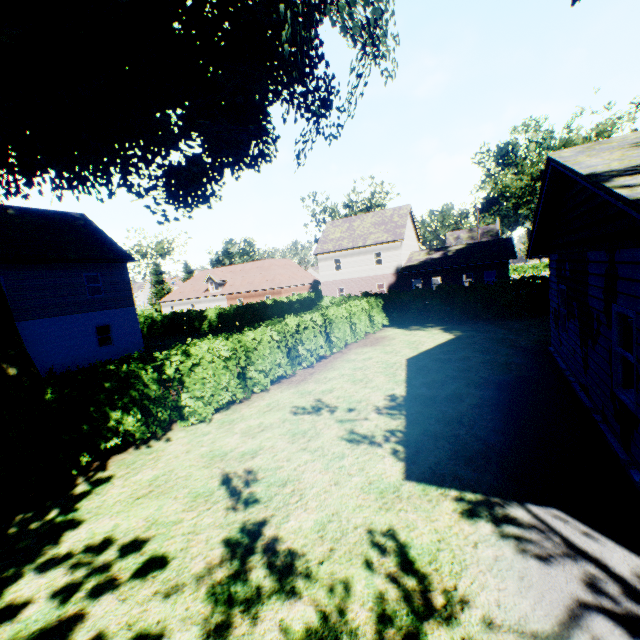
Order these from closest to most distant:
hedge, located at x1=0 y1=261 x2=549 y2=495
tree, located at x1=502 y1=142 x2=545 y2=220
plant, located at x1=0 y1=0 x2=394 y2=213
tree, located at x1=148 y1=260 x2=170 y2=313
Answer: hedge, located at x1=0 y1=261 x2=549 y2=495
plant, located at x1=0 y1=0 x2=394 y2=213
tree, located at x1=502 y1=142 x2=545 y2=220
tree, located at x1=148 y1=260 x2=170 y2=313

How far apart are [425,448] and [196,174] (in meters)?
14.70

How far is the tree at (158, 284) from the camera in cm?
5600

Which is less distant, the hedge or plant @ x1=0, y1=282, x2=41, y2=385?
the hedge

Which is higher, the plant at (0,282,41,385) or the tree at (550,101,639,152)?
the tree at (550,101,639,152)

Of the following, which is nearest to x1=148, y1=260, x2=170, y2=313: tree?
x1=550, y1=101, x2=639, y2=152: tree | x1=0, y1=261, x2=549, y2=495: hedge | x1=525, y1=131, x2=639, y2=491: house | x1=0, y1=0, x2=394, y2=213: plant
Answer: A: x1=0, y1=261, x2=549, y2=495: hedge

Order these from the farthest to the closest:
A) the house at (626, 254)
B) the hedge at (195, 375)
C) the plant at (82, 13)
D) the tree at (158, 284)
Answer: the tree at (158, 284)
the plant at (82, 13)
the hedge at (195, 375)
the house at (626, 254)

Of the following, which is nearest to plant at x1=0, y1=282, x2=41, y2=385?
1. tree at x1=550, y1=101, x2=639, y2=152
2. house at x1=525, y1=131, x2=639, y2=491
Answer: house at x1=525, y1=131, x2=639, y2=491
